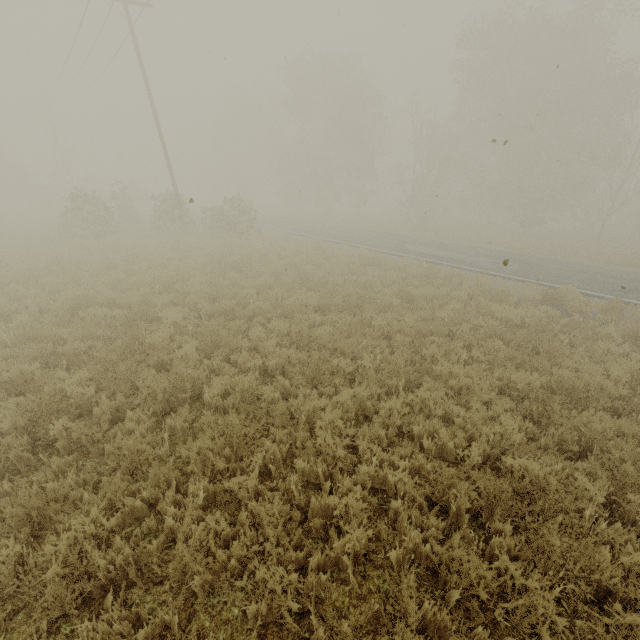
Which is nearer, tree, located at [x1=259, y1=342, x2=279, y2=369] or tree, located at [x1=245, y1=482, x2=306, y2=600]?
tree, located at [x1=245, y1=482, x2=306, y2=600]

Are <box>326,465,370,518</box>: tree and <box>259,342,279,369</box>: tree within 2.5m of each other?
no

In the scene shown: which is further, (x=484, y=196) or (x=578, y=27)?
(x=484, y=196)

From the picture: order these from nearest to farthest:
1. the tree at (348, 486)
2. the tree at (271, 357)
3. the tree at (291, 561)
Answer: the tree at (291, 561) < the tree at (348, 486) < the tree at (271, 357)

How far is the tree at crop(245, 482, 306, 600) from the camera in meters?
3.0 m

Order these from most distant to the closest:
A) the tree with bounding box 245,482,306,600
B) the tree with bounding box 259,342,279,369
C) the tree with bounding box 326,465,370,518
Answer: the tree with bounding box 259,342,279,369
the tree with bounding box 326,465,370,518
the tree with bounding box 245,482,306,600

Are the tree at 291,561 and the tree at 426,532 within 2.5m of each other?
yes

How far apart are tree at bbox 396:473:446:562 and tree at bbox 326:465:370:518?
0.7 meters
